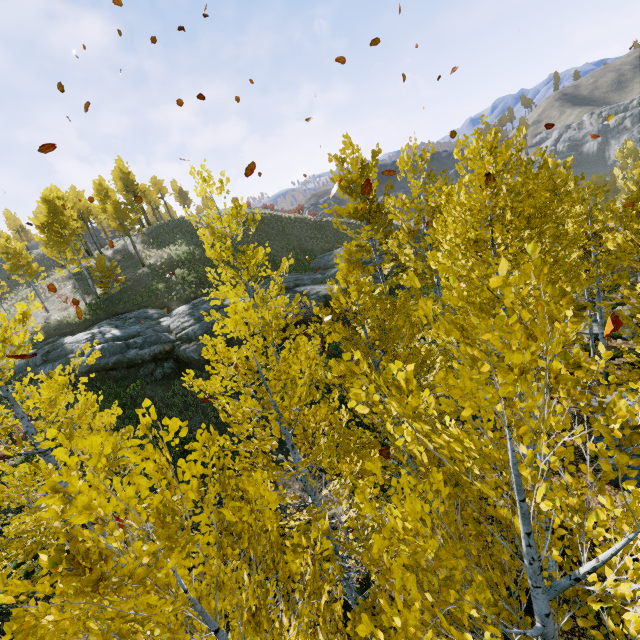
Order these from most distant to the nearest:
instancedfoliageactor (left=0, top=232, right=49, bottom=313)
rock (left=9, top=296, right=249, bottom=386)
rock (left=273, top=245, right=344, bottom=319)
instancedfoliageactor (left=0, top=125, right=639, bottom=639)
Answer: instancedfoliageactor (left=0, top=232, right=49, bottom=313), rock (left=273, top=245, right=344, bottom=319), rock (left=9, top=296, right=249, bottom=386), instancedfoliageactor (left=0, top=125, right=639, bottom=639)

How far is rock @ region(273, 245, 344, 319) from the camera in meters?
23.1

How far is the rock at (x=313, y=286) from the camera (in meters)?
23.12

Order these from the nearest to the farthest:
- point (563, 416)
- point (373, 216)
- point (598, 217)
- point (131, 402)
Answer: point (563, 416)
point (598, 217)
point (373, 216)
point (131, 402)

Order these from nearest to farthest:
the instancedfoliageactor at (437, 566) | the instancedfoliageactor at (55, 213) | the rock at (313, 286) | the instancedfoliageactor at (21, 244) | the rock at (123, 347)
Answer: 1. the instancedfoliageactor at (437, 566)
2. the rock at (123, 347)
3. the rock at (313, 286)
4. the instancedfoliageactor at (55, 213)
5. the instancedfoliageactor at (21, 244)

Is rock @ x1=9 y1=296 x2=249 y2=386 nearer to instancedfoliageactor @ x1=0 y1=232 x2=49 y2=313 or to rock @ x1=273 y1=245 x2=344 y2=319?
rock @ x1=273 y1=245 x2=344 y2=319

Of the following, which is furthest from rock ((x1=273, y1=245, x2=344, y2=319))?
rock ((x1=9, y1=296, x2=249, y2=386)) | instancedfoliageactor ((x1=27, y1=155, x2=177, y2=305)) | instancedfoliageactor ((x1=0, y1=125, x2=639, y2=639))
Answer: instancedfoliageactor ((x1=27, y1=155, x2=177, y2=305))

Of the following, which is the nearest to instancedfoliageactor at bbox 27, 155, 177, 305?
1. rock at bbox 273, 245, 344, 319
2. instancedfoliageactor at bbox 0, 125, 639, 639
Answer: rock at bbox 273, 245, 344, 319
